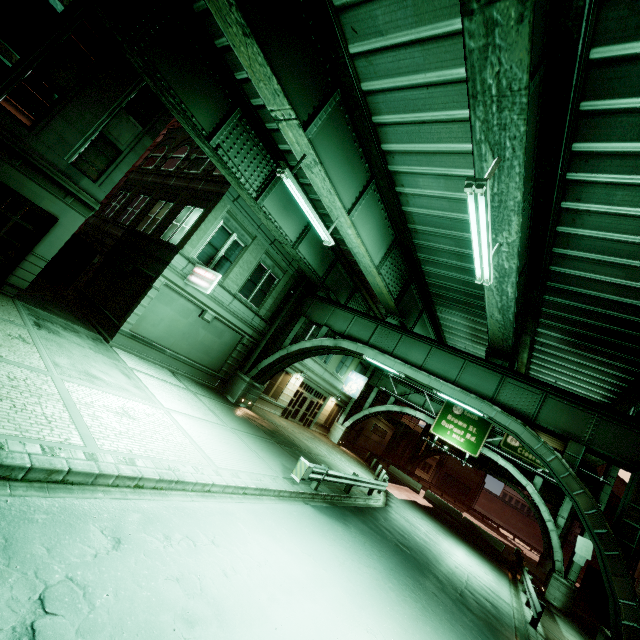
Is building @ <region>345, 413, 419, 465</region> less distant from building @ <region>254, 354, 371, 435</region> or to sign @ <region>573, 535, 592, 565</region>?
building @ <region>254, 354, 371, 435</region>

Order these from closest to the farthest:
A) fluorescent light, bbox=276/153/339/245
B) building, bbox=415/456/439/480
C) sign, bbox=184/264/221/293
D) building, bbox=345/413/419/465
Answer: fluorescent light, bbox=276/153/339/245, sign, bbox=184/264/221/293, building, bbox=345/413/419/465, building, bbox=415/456/439/480

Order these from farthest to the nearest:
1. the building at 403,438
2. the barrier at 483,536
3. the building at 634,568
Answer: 1. the building at 403,438
2. the building at 634,568
3. the barrier at 483,536

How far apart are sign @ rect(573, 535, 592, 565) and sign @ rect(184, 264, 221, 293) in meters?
28.7

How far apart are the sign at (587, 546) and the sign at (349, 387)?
18.1m

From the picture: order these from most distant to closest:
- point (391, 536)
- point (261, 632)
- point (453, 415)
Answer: point (453, 415), point (391, 536), point (261, 632)

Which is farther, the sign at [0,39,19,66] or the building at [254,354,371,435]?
the building at [254,354,371,435]

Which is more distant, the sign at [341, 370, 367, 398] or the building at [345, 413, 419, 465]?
the building at [345, 413, 419, 465]
